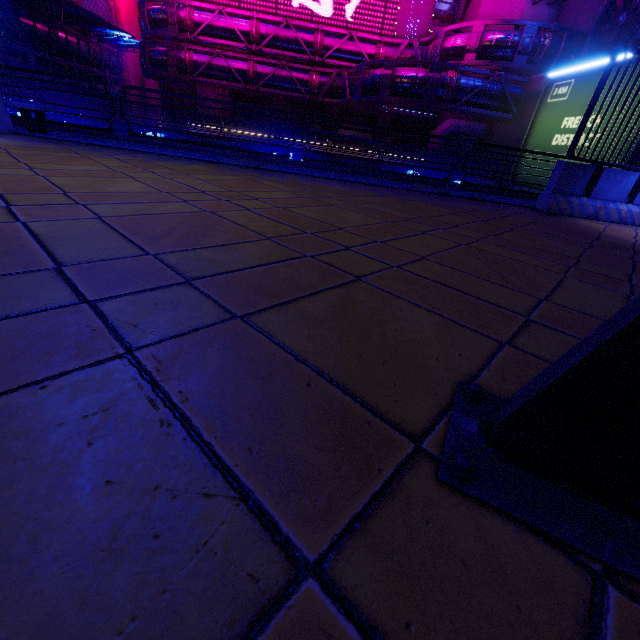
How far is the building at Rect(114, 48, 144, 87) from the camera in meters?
33.7

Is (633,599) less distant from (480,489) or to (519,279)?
(480,489)

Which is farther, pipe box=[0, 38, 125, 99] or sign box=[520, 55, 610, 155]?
pipe box=[0, 38, 125, 99]

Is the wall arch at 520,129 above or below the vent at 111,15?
below

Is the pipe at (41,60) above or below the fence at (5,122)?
→ above

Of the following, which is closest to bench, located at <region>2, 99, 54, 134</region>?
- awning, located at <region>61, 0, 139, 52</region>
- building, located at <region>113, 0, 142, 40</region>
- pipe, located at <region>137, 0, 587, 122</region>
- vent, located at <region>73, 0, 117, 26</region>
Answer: pipe, located at <region>137, 0, 587, 122</region>

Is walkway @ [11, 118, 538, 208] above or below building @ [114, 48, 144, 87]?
below

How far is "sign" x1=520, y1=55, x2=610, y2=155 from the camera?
14.9 meters
